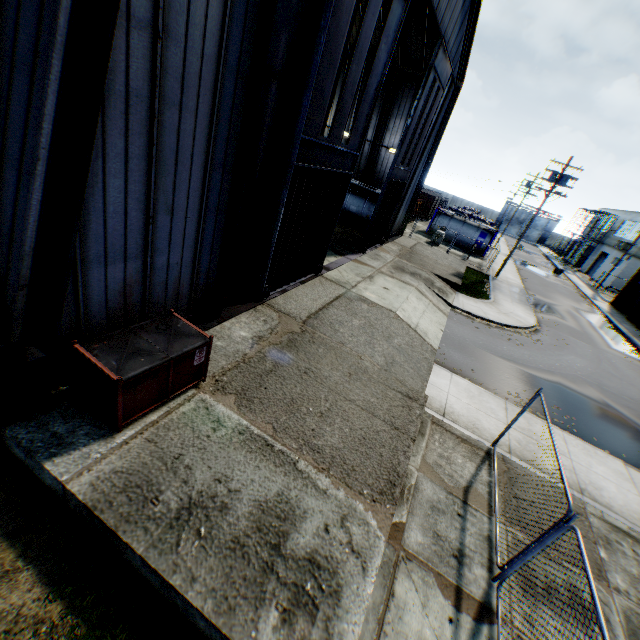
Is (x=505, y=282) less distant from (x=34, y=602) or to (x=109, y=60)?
(x=109, y=60)

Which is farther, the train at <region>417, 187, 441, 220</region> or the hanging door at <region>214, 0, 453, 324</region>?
the train at <region>417, 187, 441, 220</region>

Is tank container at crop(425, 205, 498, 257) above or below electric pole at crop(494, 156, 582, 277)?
below

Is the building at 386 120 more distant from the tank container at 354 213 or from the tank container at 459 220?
the tank container at 459 220

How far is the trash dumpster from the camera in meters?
5.2

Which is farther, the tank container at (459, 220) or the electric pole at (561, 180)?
the tank container at (459, 220)

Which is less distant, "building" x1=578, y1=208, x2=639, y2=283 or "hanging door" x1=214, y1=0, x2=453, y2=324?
"hanging door" x1=214, y1=0, x2=453, y2=324

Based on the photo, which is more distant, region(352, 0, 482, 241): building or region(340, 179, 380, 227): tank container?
region(340, 179, 380, 227): tank container
